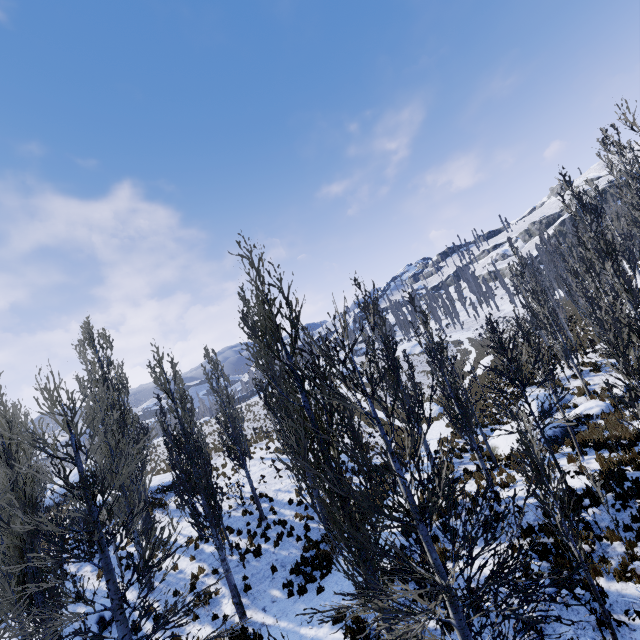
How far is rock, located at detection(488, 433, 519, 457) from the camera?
15.8 meters

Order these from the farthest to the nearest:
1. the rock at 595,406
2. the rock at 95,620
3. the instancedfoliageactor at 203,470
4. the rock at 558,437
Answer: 1. the rock at 595,406
2. the rock at 558,437
3. the rock at 95,620
4. the instancedfoliageactor at 203,470

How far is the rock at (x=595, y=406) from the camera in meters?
16.7

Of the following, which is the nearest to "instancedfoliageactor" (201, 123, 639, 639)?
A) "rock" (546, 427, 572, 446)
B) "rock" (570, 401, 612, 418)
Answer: "rock" (570, 401, 612, 418)

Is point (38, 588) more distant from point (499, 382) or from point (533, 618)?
point (499, 382)

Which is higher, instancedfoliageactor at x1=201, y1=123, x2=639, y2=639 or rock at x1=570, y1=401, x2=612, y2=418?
instancedfoliageactor at x1=201, y1=123, x2=639, y2=639

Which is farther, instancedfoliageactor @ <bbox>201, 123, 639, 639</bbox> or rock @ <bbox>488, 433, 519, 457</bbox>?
rock @ <bbox>488, 433, 519, 457</bbox>

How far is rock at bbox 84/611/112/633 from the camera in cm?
1249
